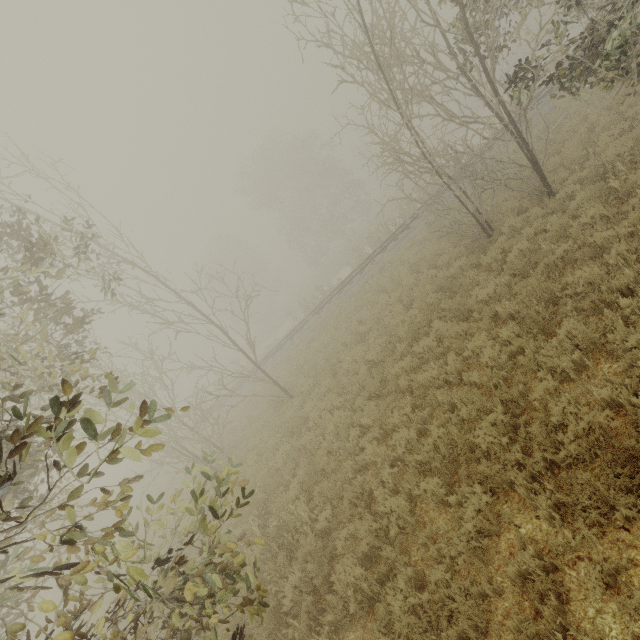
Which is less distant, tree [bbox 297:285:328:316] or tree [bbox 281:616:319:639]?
tree [bbox 281:616:319:639]

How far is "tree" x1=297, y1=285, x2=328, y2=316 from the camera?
26.5m

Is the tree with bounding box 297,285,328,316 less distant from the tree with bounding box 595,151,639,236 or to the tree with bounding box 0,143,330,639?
the tree with bounding box 0,143,330,639

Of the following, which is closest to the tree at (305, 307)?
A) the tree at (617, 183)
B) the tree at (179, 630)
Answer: the tree at (179, 630)

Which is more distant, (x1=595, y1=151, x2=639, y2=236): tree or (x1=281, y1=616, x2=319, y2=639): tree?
(x1=595, y1=151, x2=639, y2=236): tree

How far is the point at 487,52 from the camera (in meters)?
8.88

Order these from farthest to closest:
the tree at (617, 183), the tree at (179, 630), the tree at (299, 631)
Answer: the tree at (617, 183)
the tree at (299, 631)
the tree at (179, 630)

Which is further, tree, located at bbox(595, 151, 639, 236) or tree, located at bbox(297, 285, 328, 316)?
tree, located at bbox(297, 285, 328, 316)
